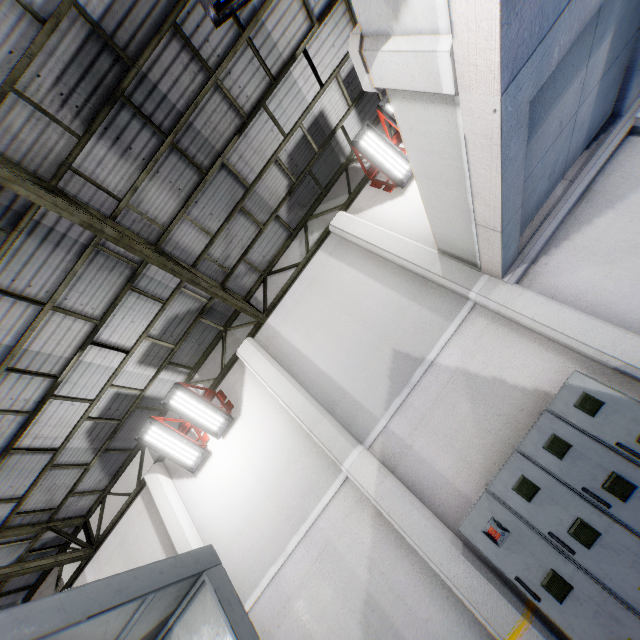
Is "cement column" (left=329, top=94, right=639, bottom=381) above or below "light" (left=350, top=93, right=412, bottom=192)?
below

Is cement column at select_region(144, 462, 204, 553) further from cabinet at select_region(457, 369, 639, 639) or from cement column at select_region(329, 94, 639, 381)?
cement column at select_region(329, 94, 639, 381)

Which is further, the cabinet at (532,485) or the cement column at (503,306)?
the cement column at (503,306)

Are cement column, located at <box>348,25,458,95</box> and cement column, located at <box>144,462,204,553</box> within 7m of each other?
no

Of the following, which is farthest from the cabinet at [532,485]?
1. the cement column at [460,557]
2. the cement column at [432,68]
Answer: the cement column at [432,68]

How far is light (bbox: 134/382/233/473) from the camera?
7.37m

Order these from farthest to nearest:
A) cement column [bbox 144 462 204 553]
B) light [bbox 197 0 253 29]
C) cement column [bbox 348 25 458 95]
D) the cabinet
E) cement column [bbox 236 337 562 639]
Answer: cement column [bbox 144 462 204 553], cement column [bbox 236 337 562 639], the cabinet, cement column [bbox 348 25 458 95], light [bbox 197 0 253 29]

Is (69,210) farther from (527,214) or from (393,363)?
(527,214)
